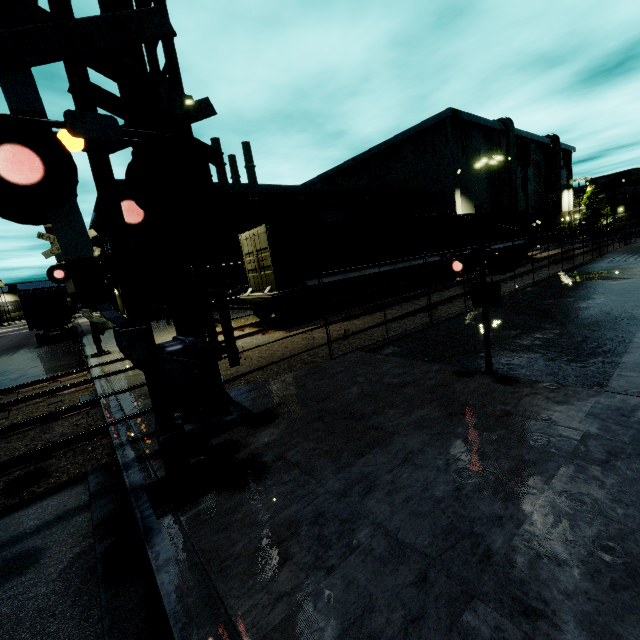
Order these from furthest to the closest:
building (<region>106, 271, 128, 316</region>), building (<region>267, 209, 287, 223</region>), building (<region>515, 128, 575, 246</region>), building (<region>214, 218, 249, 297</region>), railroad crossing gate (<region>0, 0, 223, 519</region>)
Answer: building (<region>515, 128, 575, 246</region>) → building (<region>106, 271, 128, 316</region>) → building (<region>267, 209, 287, 223</region>) → building (<region>214, 218, 249, 297</region>) → railroad crossing gate (<region>0, 0, 223, 519</region>)

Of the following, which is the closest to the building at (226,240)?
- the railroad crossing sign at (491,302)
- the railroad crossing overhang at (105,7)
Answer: the railroad crossing overhang at (105,7)

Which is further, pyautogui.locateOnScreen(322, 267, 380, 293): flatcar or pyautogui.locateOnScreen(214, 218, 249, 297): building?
pyautogui.locateOnScreen(214, 218, 249, 297): building

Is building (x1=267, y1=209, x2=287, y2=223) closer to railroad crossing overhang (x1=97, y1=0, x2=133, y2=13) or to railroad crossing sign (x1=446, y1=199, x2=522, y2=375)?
railroad crossing overhang (x1=97, y1=0, x2=133, y2=13)

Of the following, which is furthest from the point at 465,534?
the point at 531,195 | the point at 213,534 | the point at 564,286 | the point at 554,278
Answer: the point at 531,195

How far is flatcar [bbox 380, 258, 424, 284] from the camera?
16.5m

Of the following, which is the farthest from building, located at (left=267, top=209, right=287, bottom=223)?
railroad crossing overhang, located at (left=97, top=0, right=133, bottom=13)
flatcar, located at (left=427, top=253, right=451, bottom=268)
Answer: railroad crossing overhang, located at (left=97, top=0, right=133, bottom=13)

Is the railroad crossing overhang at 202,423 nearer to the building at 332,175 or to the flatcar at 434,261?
the flatcar at 434,261
